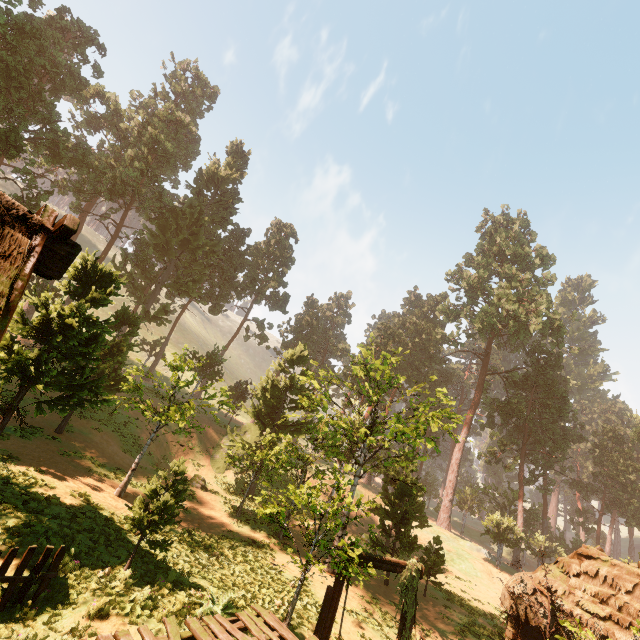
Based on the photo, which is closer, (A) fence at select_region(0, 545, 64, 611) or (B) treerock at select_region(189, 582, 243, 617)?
(A) fence at select_region(0, 545, 64, 611)

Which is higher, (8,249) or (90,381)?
(8,249)

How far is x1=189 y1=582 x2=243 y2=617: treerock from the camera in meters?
9.4 m

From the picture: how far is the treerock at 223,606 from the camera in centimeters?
943cm

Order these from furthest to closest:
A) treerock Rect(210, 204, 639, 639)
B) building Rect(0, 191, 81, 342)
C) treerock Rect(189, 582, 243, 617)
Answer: treerock Rect(210, 204, 639, 639) → treerock Rect(189, 582, 243, 617) → building Rect(0, 191, 81, 342)

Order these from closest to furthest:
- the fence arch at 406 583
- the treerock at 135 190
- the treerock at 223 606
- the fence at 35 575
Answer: the fence at 35 575 < the treerock at 223 606 < the fence arch at 406 583 < the treerock at 135 190

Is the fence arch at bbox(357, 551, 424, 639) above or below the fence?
above

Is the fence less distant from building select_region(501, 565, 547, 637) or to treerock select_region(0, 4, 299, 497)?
building select_region(501, 565, 547, 637)
